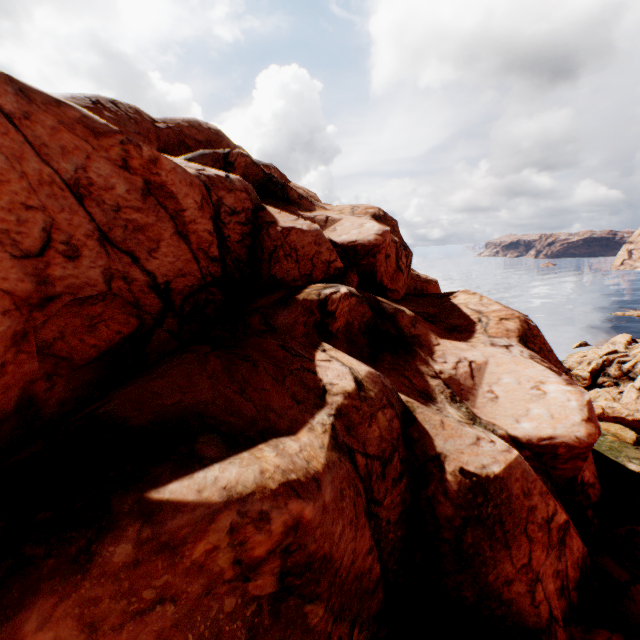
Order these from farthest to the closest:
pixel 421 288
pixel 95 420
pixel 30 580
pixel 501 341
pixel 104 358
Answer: pixel 421 288
pixel 501 341
pixel 104 358
pixel 95 420
pixel 30 580
